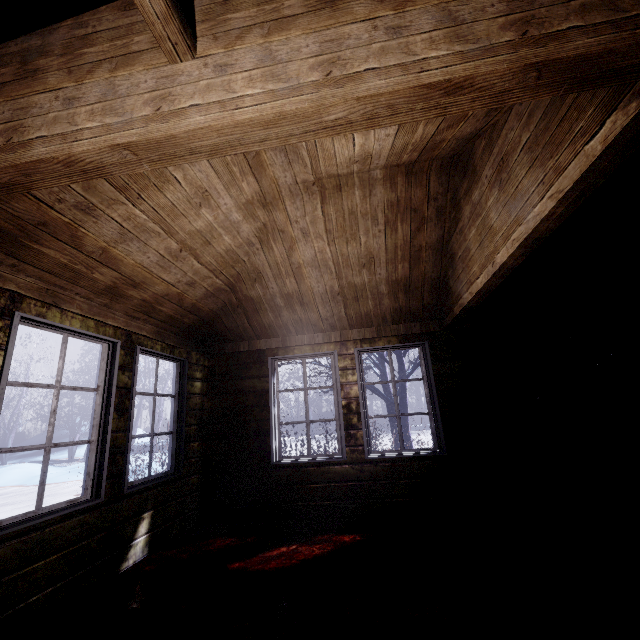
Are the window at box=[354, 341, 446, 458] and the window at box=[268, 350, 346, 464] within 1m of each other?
yes

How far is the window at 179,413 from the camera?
2.9 meters

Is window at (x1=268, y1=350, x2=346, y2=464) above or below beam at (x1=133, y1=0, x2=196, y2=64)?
below

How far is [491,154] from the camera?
2.13m

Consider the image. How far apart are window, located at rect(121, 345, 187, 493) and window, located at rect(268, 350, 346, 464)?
1.0 meters

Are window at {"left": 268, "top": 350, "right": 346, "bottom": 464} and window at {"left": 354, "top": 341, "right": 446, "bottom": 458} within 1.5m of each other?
yes

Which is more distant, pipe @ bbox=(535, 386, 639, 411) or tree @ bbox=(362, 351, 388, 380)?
tree @ bbox=(362, 351, 388, 380)

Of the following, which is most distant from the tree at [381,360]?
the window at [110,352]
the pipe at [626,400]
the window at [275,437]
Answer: the window at [110,352]
